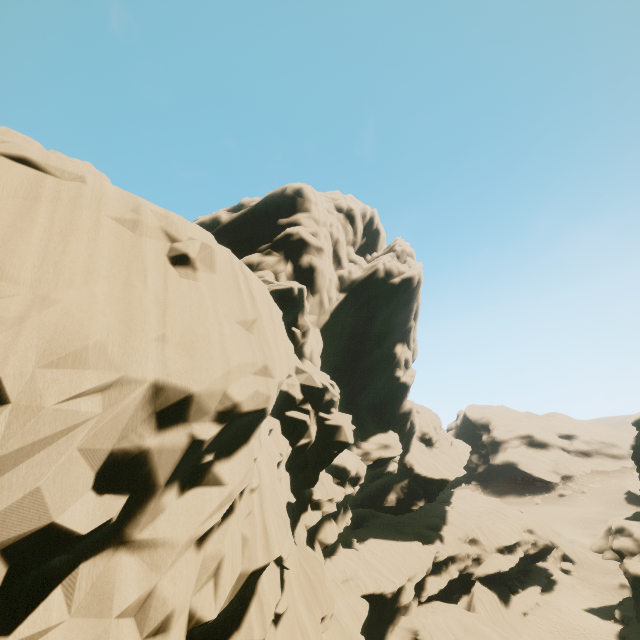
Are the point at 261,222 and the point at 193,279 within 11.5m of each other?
no

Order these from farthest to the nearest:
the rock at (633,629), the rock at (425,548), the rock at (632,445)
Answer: the rock at (632,445) < the rock at (633,629) < the rock at (425,548)

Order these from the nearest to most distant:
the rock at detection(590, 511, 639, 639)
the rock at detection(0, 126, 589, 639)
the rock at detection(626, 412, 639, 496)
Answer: the rock at detection(0, 126, 589, 639) → the rock at detection(590, 511, 639, 639) → the rock at detection(626, 412, 639, 496)

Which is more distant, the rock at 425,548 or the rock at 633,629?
the rock at 633,629

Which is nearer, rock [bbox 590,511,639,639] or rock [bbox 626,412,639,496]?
rock [bbox 590,511,639,639]

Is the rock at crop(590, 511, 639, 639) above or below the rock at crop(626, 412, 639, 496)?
below
